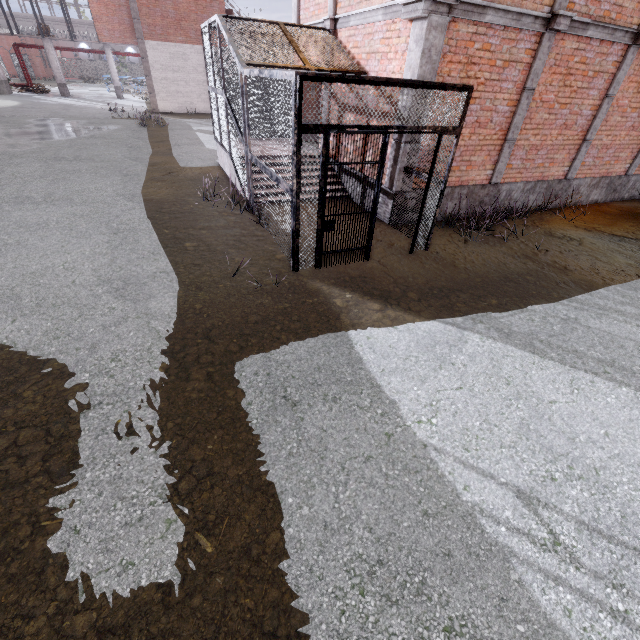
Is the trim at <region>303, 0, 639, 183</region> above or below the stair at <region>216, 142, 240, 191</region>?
above

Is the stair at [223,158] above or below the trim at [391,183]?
below

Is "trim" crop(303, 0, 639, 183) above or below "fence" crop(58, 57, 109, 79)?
above

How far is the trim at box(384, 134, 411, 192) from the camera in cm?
676

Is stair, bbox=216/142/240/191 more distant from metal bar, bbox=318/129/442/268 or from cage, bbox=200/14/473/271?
metal bar, bbox=318/129/442/268

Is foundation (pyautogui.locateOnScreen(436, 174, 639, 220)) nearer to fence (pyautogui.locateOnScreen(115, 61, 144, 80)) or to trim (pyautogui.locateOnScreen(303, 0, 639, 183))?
trim (pyautogui.locateOnScreen(303, 0, 639, 183))

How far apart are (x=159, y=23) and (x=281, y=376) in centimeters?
2924cm

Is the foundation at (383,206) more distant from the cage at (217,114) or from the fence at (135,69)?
the fence at (135,69)
